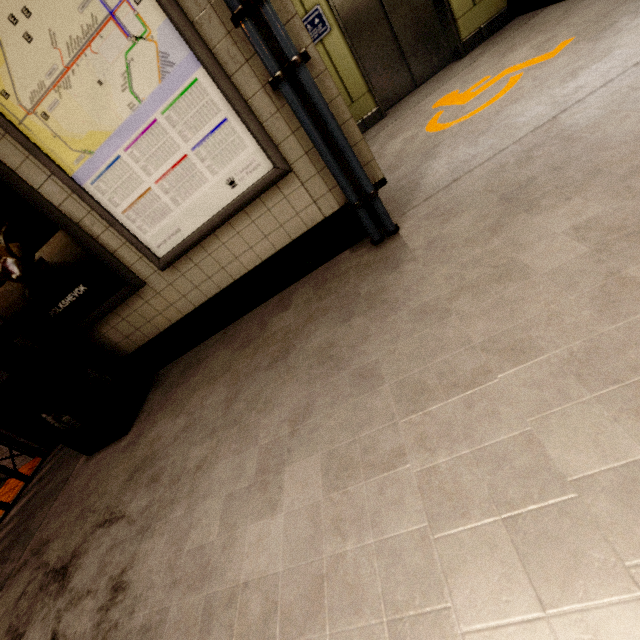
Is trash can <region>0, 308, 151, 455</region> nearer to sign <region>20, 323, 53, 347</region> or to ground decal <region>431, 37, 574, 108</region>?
sign <region>20, 323, 53, 347</region>

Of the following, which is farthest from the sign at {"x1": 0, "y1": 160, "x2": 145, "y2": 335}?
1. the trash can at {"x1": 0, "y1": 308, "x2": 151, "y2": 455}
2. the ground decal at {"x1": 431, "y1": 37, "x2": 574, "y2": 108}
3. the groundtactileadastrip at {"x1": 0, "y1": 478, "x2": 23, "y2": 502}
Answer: the ground decal at {"x1": 431, "y1": 37, "x2": 574, "y2": 108}

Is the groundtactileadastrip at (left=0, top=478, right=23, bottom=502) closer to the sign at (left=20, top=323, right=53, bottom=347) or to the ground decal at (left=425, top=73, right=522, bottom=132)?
the sign at (left=20, top=323, right=53, bottom=347)

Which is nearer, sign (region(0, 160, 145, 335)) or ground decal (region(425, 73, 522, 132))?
sign (region(0, 160, 145, 335))

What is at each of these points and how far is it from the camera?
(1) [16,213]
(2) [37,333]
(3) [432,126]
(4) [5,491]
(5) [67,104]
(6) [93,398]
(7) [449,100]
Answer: (1) sign, 2.2m
(2) sign, 2.8m
(3) ground decal, 3.5m
(4) groundtactileadastrip, 3.6m
(5) sign, 1.9m
(6) trash can, 2.6m
(7) ground decal, 3.8m

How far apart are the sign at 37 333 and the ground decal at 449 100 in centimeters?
318cm

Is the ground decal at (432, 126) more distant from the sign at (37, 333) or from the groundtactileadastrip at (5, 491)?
the groundtactileadastrip at (5, 491)

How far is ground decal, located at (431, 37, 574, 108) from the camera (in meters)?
2.91
